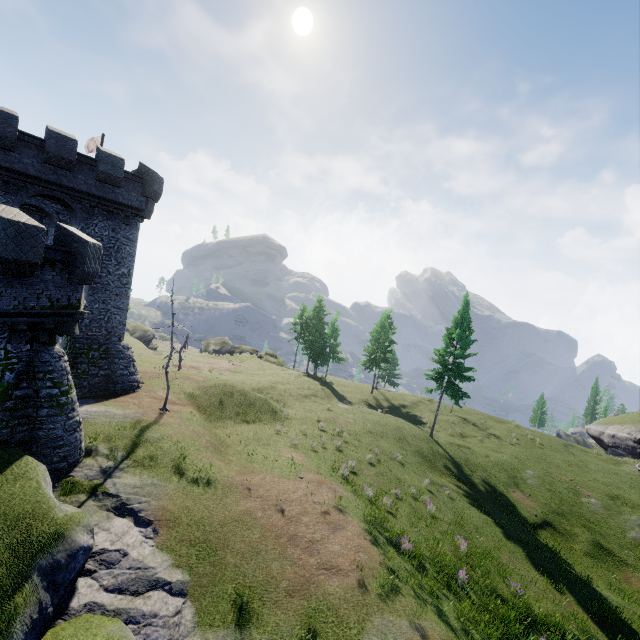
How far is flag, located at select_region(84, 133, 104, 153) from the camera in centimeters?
2803cm

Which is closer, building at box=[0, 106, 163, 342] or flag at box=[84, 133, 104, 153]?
building at box=[0, 106, 163, 342]

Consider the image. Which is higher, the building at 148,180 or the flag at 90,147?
the flag at 90,147

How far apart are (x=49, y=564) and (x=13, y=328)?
8.0m

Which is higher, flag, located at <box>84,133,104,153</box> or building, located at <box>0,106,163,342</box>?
flag, located at <box>84,133,104,153</box>

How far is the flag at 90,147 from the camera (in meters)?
28.03
